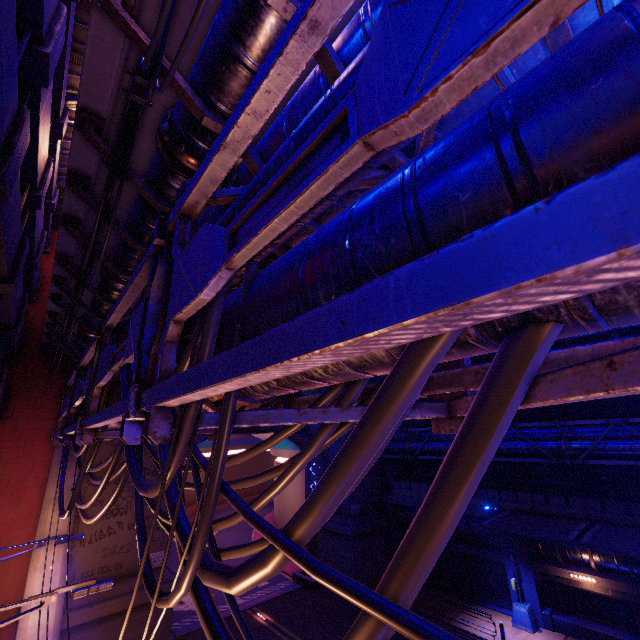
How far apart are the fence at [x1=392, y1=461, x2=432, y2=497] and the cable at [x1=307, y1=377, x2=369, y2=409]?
20.95m

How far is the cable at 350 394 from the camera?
2.82m

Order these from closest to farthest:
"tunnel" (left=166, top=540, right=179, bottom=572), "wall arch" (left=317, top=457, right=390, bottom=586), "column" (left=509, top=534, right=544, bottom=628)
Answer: "column" (left=509, top=534, right=544, bottom=628) → "wall arch" (left=317, top=457, right=390, bottom=586) → "tunnel" (left=166, top=540, right=179, bottom=572)

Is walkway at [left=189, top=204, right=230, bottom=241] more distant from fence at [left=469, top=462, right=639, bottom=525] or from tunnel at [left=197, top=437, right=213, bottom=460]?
fence at [left=469, top=462, right=639, bottom=525]

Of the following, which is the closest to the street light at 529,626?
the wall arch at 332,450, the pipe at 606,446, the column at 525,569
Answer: the column at 525,569

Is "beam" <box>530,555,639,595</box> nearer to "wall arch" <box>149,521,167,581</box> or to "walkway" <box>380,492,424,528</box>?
"walkway" <box>380,492,424,528</box>

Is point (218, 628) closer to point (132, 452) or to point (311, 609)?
point (132, 452)

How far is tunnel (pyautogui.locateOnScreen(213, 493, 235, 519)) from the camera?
47.12m
